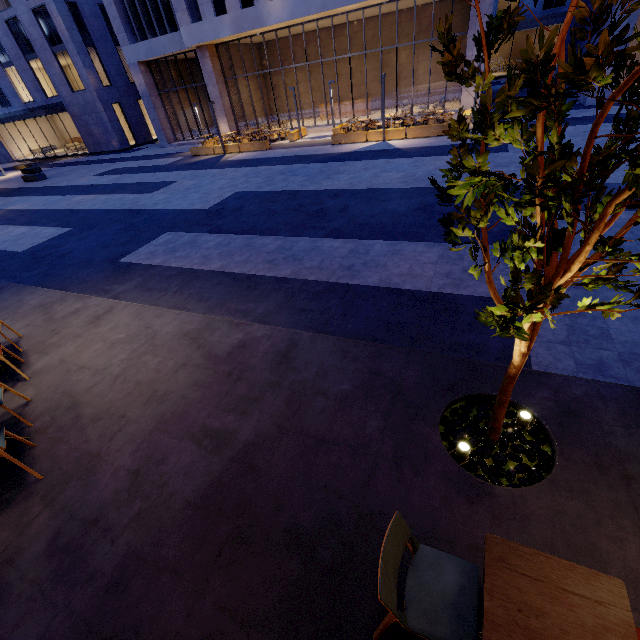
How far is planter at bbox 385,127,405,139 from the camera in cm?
1666

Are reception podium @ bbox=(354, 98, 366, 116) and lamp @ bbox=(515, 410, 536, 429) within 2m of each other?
no

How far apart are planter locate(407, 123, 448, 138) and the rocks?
16.62m

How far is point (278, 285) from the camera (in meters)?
6.78

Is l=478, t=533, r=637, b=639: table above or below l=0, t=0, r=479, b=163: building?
below

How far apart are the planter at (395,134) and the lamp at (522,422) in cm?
1727

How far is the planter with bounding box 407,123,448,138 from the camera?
15.93m

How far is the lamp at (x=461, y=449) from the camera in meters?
3.0 m
